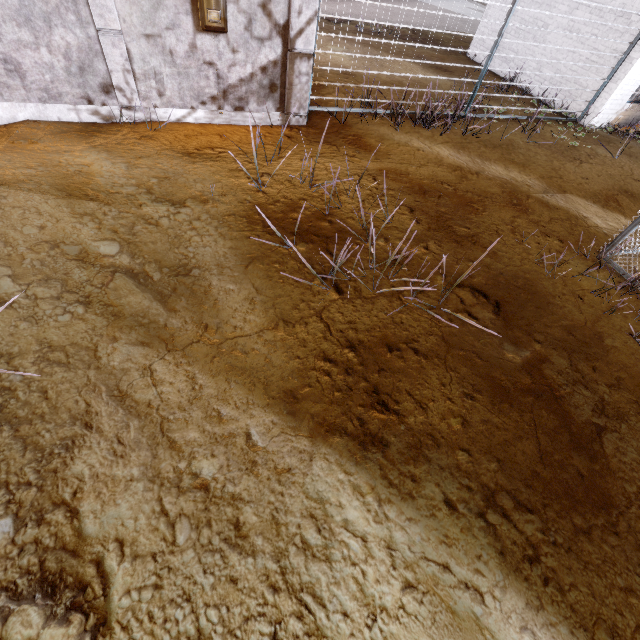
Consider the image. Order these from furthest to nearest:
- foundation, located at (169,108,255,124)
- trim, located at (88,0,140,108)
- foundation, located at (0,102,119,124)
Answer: foundation, located at (169,108,255,124), foundation, located at (0,102,119,124), trim, located at (88,0,140,108)

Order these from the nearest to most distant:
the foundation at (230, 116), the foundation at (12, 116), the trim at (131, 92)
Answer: the trim at (131, 92)
the foundation at (12, 116)
the foundation at (230, 116)

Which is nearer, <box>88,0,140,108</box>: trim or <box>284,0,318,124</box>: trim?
<box>88,0,140,108</box>: trim

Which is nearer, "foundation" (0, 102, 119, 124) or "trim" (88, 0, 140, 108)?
"trim" (88, 0, 140, 108)

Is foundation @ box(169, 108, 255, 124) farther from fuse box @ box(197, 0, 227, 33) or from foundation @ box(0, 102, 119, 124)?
fuse box @ box(197, 0, 227, 33)

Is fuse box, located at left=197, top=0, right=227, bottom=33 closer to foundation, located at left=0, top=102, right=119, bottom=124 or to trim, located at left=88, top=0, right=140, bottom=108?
trim, located at left=88, top=0, right=140, bottom=108

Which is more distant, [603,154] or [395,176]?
[603,154]

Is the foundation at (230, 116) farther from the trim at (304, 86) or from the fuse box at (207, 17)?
the fuse box at (207, 17)
